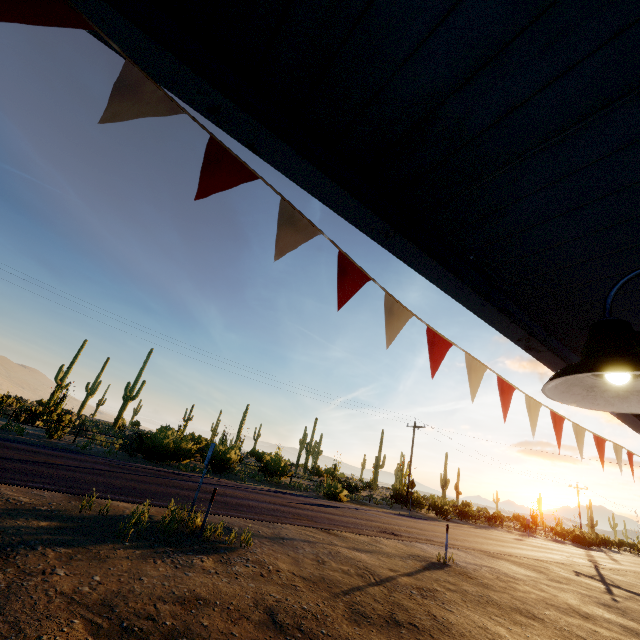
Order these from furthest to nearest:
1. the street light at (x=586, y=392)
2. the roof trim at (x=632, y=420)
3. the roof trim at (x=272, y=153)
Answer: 1. the roof trim at (x=632, y=420)
2. the roof trim at (x=272, y=153)
3. the street light at (x=586, y=392)

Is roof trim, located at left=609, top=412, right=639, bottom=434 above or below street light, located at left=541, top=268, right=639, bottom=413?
above

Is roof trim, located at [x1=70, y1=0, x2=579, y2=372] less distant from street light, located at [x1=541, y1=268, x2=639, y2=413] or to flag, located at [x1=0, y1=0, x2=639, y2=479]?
flag, located at [x1=0, y1=0, x2=639, y2=479]

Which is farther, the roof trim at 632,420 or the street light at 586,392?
the roof trim at 632,420

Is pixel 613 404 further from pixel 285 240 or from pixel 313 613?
pixel 313 613

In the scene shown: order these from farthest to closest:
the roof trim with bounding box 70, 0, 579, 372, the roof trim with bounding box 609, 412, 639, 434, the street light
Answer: the roof trim with bounding box 609, 412, 639, 434, the roof trim with bounding box 70, 0, 579, 372, the street light

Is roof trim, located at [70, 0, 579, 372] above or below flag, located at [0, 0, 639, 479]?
above
